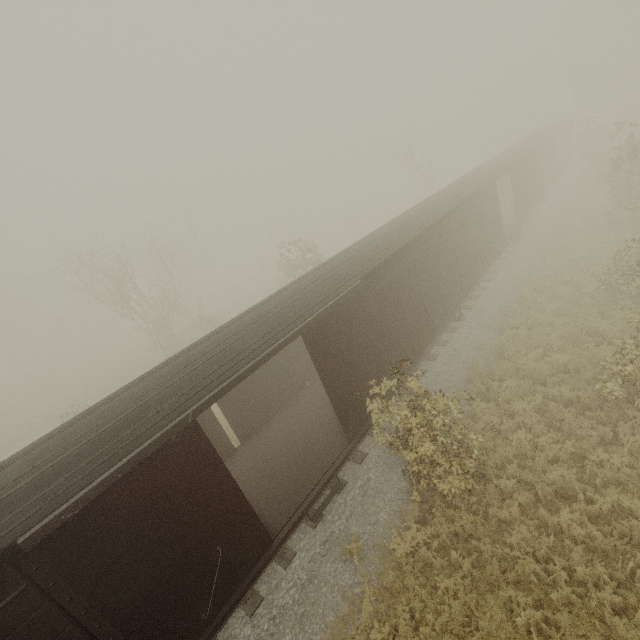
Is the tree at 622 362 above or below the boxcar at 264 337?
below

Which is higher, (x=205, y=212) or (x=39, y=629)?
(x=205, y=212)

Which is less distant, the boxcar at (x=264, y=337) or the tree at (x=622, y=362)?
the boxcar at (x=264, y=337)

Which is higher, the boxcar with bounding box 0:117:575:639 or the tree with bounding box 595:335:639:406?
the boxcar with bounding box 0:117:575:639

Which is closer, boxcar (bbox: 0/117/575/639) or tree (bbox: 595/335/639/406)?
boxcar (bbox: 0/117/575/639)
